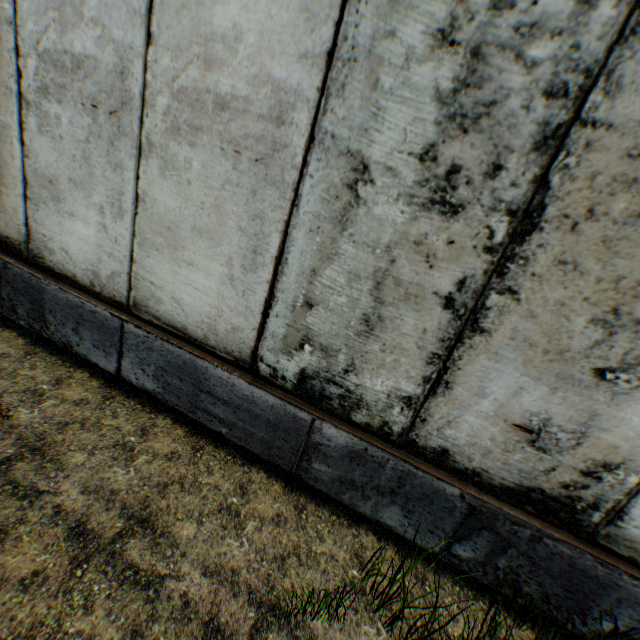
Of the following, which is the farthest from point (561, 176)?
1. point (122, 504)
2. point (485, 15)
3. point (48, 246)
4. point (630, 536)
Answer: point (48, 246)
